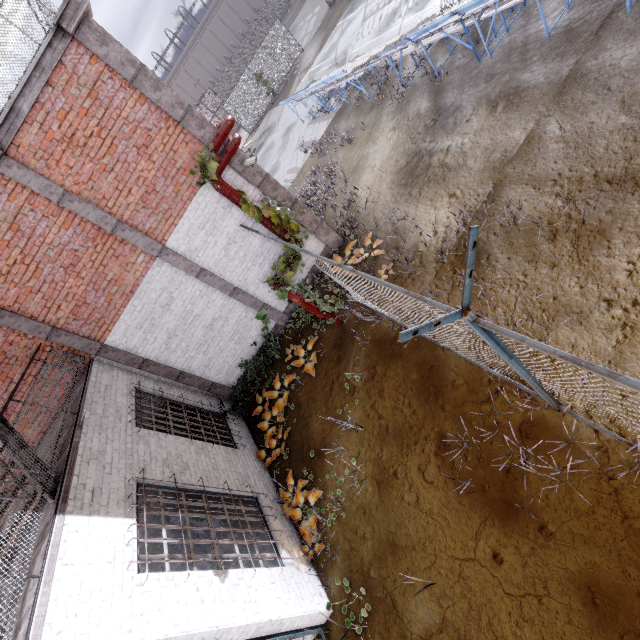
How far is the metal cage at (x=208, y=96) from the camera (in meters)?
29.70

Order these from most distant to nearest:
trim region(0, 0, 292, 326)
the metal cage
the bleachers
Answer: the metal cage < the bleachers < trim region(0, 0, 292, 326)

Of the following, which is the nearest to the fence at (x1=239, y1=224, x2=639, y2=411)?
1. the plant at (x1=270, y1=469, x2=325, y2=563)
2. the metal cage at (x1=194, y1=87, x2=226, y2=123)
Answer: the plant at (x1=270, y1=469, x2=325, y2=563)

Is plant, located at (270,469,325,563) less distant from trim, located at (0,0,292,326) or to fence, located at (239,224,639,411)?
fence, located at (239,224,639,411)

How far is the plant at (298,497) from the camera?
6.0m

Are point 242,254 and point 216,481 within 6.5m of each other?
yes

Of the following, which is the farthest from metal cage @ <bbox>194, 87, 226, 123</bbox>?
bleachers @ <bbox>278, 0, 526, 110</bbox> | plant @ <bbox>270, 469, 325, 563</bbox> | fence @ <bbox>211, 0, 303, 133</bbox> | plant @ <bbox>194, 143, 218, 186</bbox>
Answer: plant @ <bbox>270, 469, 325, 563</bbox>

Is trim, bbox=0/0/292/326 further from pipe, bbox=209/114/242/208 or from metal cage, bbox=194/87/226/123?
metal cage, bbox=194/87/226/123
